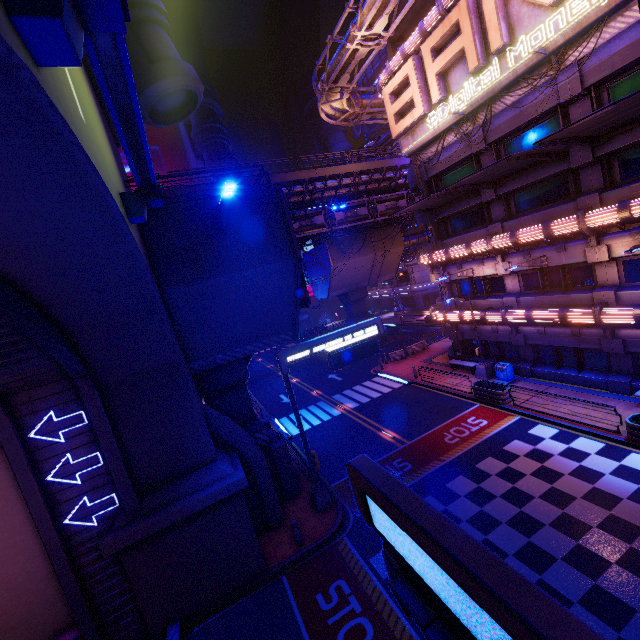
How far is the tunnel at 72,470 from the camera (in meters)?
9.61

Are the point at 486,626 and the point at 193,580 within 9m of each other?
no

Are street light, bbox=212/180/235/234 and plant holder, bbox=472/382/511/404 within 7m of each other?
no

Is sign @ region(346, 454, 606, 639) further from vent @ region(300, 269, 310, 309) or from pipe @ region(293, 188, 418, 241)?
pipe @ region(293, 188, 418, 241)

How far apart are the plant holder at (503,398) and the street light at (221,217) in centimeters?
1688cm

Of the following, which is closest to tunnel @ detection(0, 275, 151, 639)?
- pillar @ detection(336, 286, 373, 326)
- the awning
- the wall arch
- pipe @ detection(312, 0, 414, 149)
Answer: the wall arch

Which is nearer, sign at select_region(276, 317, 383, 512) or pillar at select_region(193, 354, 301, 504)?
sign at select_region(276, 317, 383, 512)

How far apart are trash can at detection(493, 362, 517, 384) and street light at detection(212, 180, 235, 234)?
19.0m
